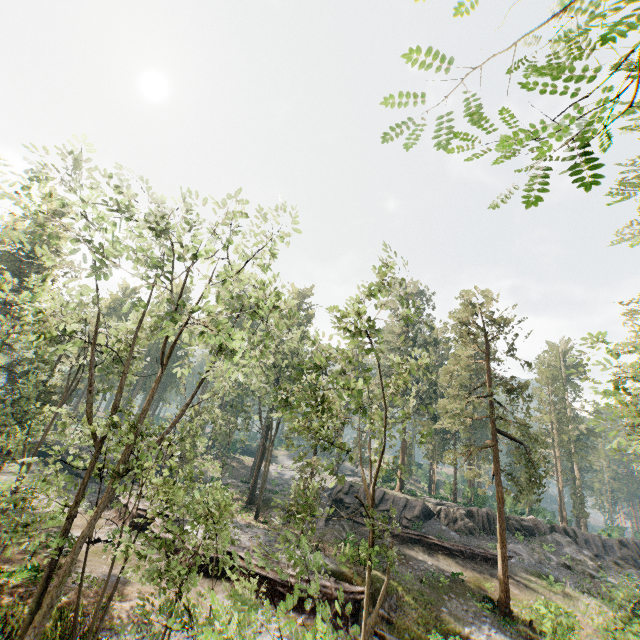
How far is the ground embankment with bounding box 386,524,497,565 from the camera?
27.9m

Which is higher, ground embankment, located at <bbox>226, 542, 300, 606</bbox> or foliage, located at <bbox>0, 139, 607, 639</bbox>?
foliage, located at <bbox>0, 139, 607, 639</bbox>

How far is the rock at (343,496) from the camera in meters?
34.7

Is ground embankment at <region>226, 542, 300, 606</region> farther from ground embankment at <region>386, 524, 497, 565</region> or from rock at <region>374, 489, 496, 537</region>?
rock at <region>374, 489, 496, 537</region>

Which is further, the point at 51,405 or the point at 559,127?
the point at 51,405

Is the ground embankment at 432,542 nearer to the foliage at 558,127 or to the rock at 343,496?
the rock at 343,496

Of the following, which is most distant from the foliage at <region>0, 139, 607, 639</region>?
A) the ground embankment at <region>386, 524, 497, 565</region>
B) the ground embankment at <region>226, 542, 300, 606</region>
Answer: the ground embankment at <region>386, 524, 497, 565</region>
